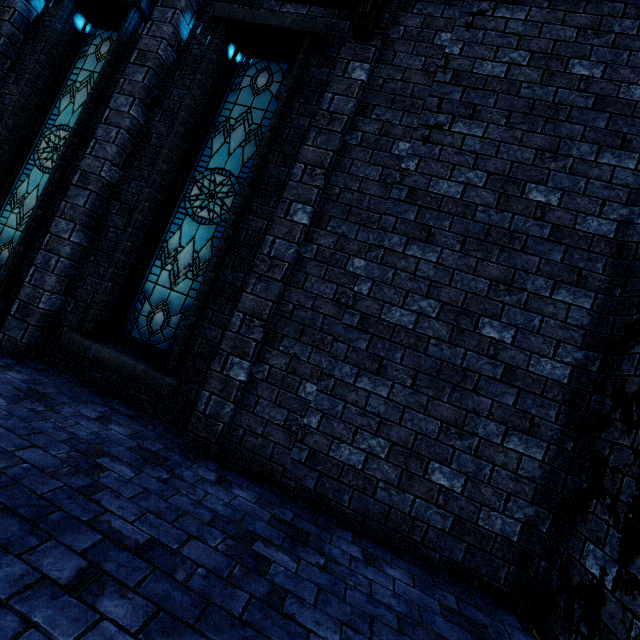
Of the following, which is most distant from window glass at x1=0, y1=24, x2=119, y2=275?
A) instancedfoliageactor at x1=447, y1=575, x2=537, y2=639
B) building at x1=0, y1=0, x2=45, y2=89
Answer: instancedfoliageactor at x1=447, y1=575, x2=537, y2=639

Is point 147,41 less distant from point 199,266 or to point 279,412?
point 199,266

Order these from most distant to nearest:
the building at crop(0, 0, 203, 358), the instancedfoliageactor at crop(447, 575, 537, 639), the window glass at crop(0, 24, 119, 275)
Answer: the window glass at crop(0, 24, 119, 275)
the building at crop(0, 0, 203, 358)
the instancedfoliageactor at crop(447, 575, 537, 639)

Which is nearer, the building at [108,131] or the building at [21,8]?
the building at [108,131]

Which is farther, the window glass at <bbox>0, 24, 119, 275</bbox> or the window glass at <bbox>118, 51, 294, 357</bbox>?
the window glass at <bbox>0, 24, 119, 275</bbox>

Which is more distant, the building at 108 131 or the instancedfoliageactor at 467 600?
the building at 108 131

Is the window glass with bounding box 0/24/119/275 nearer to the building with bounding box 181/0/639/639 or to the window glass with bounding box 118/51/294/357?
the building with bounding box 181/0/639/639

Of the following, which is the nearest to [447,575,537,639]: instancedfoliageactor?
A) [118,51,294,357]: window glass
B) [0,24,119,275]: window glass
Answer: [118,51,294,357]: window glass
